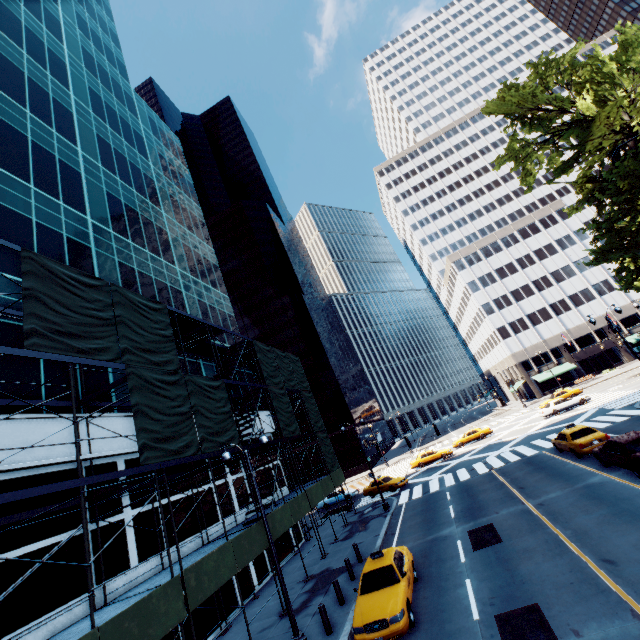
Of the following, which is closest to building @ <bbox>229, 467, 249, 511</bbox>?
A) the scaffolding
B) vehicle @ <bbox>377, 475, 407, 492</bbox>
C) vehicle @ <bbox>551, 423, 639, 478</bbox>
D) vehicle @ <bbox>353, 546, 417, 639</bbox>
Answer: the scaffolding

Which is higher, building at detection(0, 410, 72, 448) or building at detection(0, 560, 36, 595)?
building at detection(0, 410, 72, 448)

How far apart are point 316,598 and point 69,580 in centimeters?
1014cm

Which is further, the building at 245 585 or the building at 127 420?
the building at 245 585

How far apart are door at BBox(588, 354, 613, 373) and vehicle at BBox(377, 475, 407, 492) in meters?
47.7

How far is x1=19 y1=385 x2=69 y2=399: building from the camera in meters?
12.9

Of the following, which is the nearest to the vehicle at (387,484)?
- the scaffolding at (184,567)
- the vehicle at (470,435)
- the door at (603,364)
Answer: the scaffolding at (184,567)

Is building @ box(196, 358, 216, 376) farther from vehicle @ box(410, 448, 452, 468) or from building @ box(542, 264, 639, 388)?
building @ box(542, 264, 639, 388)
